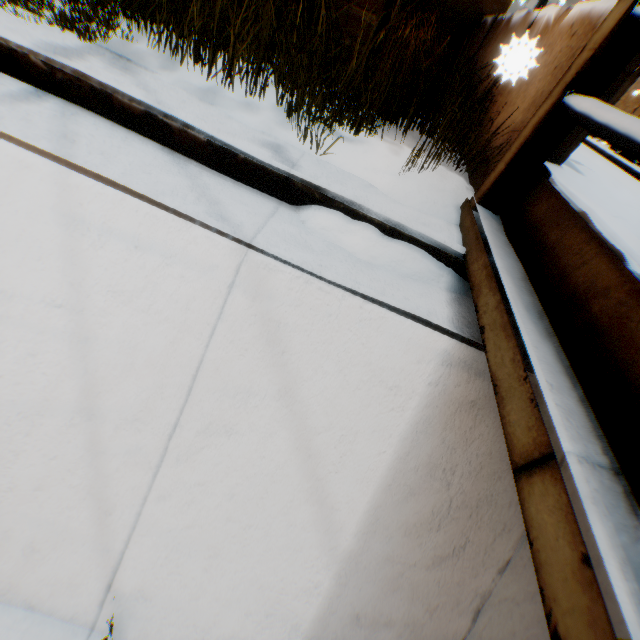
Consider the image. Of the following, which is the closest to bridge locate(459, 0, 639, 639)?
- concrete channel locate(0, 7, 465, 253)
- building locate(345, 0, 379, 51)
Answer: concrete channel locate(0, 7, 465, 253)

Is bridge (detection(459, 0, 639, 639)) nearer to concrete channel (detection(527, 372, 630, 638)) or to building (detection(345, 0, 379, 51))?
concrete channel (detection(527, 372, 630, 638))

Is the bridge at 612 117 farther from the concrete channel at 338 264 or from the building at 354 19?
the building at 354 19

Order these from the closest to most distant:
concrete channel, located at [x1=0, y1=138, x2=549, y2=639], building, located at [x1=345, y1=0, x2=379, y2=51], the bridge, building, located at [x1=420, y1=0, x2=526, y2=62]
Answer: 1. the bridge
2. concrete channel, located at [x1=0, y1=138, x2=549, y2=639]
3. building, located at [x1=345, y1=0, x2=379, y2=51]
4. building, located at [x1=420, y1=0, x2=526, y2=62]

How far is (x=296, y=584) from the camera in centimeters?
191cm
